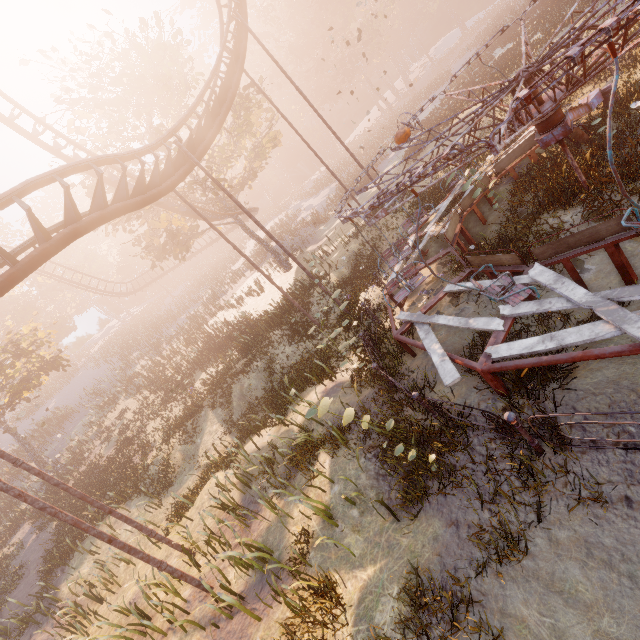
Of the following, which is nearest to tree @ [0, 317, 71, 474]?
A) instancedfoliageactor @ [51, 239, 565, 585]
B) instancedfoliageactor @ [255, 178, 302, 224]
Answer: instancedfoliageactor @ [255, 178, 302, 224]

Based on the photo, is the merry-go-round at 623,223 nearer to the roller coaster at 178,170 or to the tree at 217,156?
the roller coaster at 178,170

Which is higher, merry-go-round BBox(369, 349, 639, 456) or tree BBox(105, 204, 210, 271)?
tree BBox(105, 204, 210, 271)

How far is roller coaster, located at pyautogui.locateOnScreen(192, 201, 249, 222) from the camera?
22.77m

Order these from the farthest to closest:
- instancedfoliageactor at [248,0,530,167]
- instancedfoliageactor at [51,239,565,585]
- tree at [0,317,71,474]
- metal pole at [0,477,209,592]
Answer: instancedfoliageactor at [248,0,530,167] → tree at [0,317,71,474] → metal pole at [0,477,209,592] → instancedfoliageactor at [51,239,565,585]

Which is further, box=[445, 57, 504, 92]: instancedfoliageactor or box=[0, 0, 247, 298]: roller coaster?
box=[445, 57, 504, 92]: instancedfoliageactor

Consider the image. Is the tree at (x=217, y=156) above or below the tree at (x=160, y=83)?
below

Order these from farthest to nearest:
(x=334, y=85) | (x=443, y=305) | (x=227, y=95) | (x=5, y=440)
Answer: (x=334, y=85) < (x=5, y=440) < (x=227, y=95) < (x=443, y=305)
